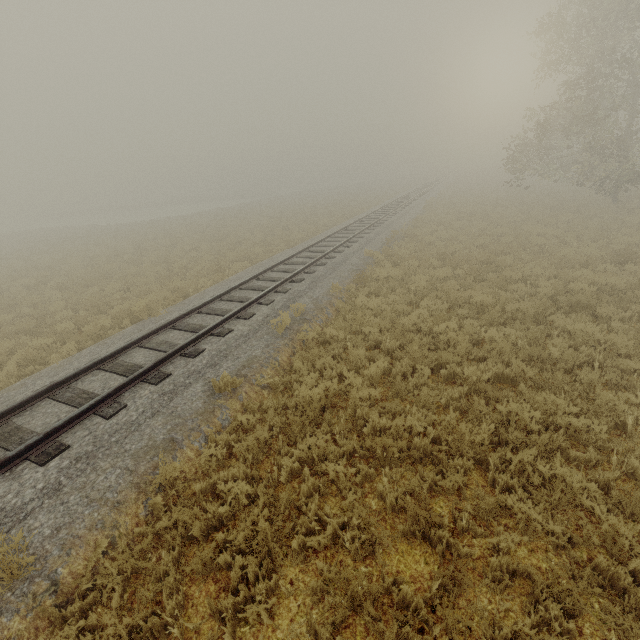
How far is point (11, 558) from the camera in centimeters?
356cm
